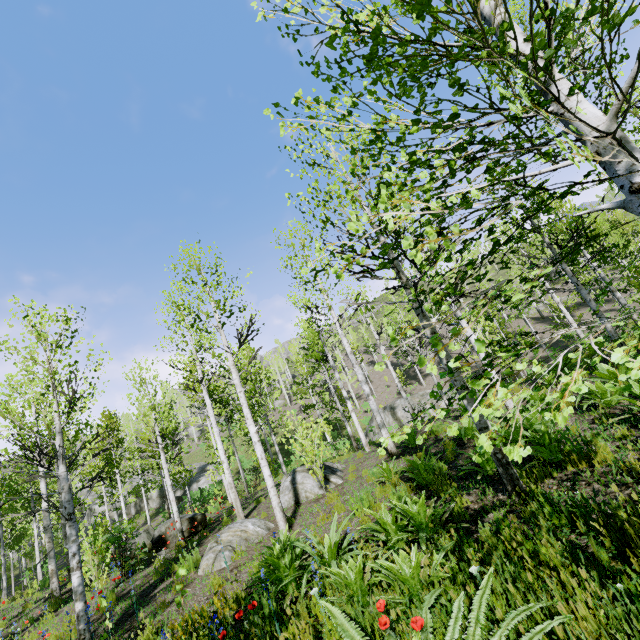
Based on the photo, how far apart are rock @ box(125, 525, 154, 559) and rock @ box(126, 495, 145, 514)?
31.8 meters

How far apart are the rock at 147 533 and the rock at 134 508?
31.8m

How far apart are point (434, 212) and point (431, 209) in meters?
0.8 m

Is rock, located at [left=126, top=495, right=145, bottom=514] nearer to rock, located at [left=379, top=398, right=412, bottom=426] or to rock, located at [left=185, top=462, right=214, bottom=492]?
rock, located at [left=185, top=462, right=214, bottom=492]

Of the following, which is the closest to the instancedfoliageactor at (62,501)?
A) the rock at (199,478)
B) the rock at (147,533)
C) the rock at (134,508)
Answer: the rock at (199,478)

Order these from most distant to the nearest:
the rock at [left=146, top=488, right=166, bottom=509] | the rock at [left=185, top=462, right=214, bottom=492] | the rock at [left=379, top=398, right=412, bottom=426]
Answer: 1. the rock at [left=146, top=488, right=166, bottom=509]
2. the rock at [left=185, top=462, right=214, bottom=492]
3. the rock at [left=379, top=398, right=412, bottom=426]

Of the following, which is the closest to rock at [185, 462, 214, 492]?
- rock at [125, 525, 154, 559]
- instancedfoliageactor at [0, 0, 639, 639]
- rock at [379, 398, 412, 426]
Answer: instancedfoliageactor at [0, 0, 639, 639]

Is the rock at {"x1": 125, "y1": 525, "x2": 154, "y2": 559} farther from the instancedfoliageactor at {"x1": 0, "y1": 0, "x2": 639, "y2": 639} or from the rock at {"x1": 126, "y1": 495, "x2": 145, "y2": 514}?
the rock at {"x1": 126, "y1": 495, "x2": 145, "y2": 514}
